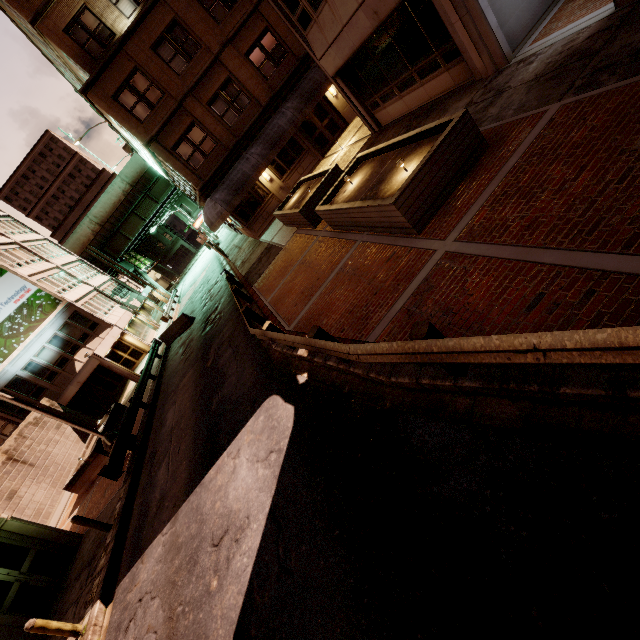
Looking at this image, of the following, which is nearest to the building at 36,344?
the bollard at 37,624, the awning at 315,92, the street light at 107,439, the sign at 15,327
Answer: the sign at 15,327

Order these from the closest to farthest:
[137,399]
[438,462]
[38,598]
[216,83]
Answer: [438,462]
[38,598]
[137,399]
[216,83]

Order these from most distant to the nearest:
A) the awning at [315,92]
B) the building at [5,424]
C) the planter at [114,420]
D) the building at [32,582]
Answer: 1. the building at [5,424]
2. the awning at [315,92]
3. the planter at [114,420]
4. the building at [32,582]

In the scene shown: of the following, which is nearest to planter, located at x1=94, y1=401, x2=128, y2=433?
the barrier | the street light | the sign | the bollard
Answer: the street light

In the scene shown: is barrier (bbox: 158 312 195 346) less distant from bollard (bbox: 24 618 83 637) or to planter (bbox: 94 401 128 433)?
planter (bbox: 94 401 128 433)

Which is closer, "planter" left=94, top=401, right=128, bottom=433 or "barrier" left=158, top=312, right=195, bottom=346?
"planter" left=94, top=401, right=128, bottom=433

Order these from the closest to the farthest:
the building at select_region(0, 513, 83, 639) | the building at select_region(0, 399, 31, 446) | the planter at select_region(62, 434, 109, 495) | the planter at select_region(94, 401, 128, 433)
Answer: the building at select_region(0, 513, 83, 639), the planter at select_region(62, 434, 109, 495), the planter at select_region(94, 401, 128, 433), the building at select_region(0, 399, 31, 446)

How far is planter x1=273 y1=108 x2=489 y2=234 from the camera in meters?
6.7 m
